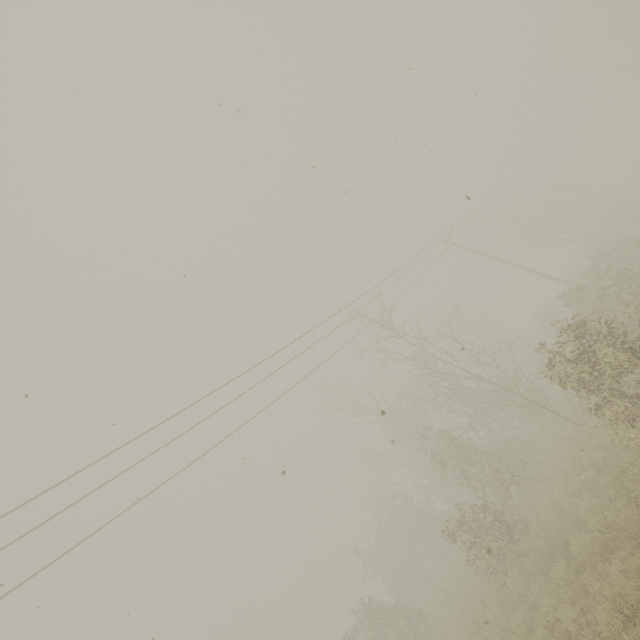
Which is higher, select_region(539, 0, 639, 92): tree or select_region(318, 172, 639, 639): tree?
select_region(539, 0, 639, 92): tree

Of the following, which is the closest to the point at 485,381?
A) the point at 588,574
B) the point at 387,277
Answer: the point at 387,277

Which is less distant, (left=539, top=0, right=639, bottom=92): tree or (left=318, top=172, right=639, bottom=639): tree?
(left=318, top=172, right=639, bottom=639): tree

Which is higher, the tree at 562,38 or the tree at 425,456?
the tree at 562,38

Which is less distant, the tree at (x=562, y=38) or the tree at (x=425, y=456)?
the tree at (x=425, y=456)
